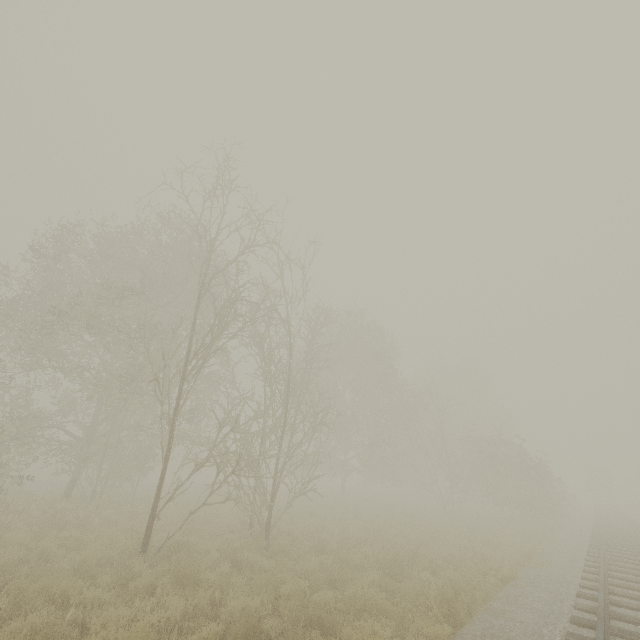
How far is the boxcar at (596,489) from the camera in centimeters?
4794cm

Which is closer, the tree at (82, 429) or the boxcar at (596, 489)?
the tree at (82, 429)

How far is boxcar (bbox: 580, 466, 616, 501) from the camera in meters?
47.9

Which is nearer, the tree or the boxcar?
the tree

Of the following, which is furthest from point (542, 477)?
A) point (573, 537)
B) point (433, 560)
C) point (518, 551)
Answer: point (433, 560)
